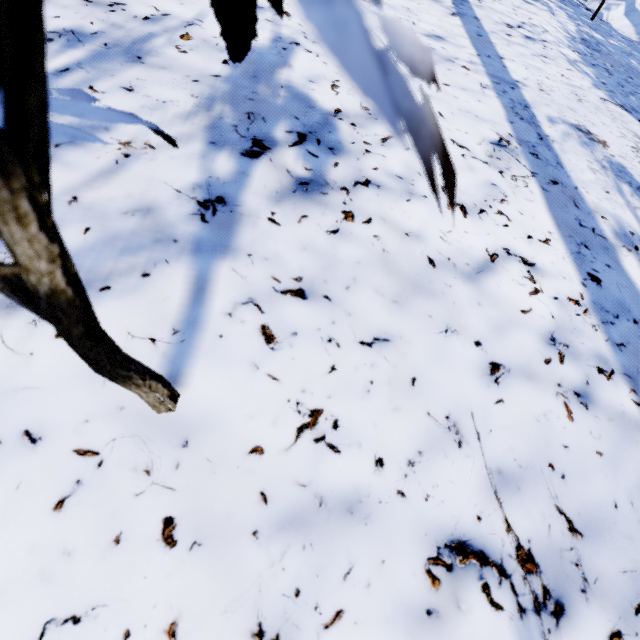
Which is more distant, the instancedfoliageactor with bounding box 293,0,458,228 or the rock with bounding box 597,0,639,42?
the rock with bounding box 597,0,639,42

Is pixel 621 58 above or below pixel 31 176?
below

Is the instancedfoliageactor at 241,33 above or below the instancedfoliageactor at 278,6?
below

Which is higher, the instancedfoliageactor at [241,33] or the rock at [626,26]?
the instancedfoliageactor at [241,33]

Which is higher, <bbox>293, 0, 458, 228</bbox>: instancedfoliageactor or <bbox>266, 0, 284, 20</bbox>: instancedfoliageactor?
<bbox>293, 0, 458, 228</bbox>: instancedfoliageactor

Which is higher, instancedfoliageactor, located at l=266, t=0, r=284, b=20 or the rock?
instancedfoliageactor, located at l=266, t=0, r=284, b=20
